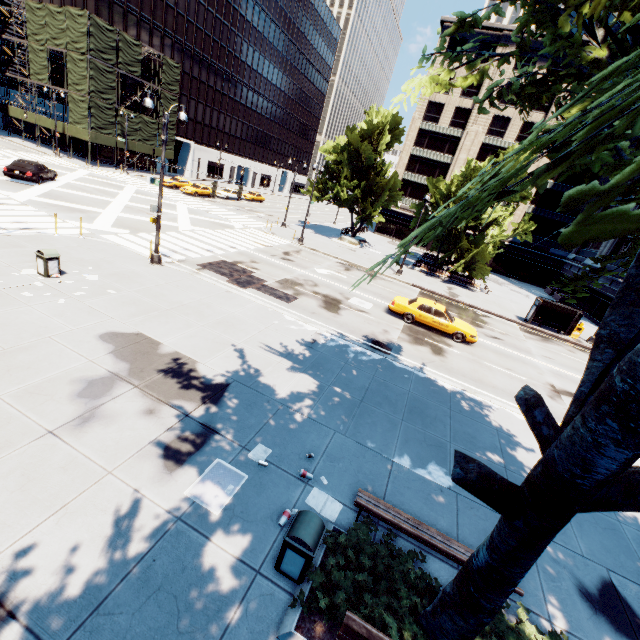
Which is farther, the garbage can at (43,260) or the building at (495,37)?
the building at (495,37)

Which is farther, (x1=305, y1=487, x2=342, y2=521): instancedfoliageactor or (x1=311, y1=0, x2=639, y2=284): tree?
(x1=305, y1=487, x2=342, y2=521): instancedfoliageactor

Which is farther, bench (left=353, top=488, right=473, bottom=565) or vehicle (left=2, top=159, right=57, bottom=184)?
vehicle (left=2, top=159, right=57, bottom=184)

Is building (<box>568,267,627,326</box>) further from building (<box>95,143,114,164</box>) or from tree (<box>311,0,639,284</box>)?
building (<box>95,143,114,164</box>)

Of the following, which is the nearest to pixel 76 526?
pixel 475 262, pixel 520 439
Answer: pixel 520 439

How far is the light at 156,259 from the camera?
14.2 meters

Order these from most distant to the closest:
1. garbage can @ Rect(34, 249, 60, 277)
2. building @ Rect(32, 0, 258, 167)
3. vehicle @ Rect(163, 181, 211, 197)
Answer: building @ Rect(32, 0, 258, 167), vehicle @ Rect(163, 181, 211, 197), garbage can @ Rect(34, 249, 60, 277)

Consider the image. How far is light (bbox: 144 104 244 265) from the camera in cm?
1420
